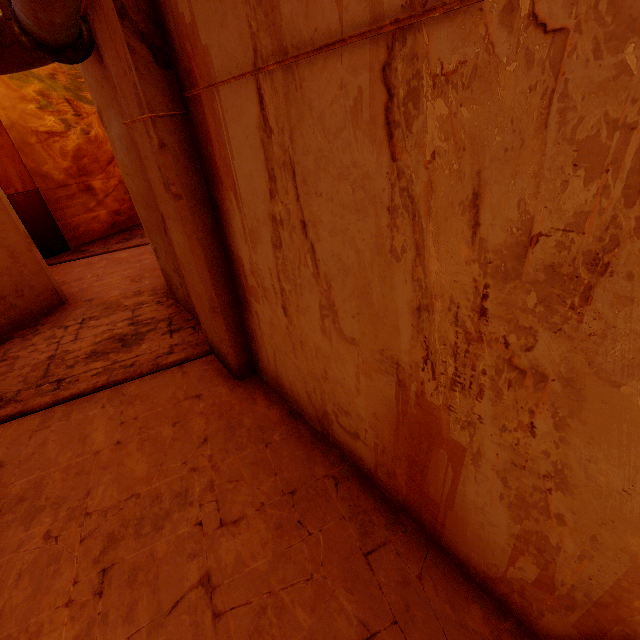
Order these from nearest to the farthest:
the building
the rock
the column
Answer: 1. the building
2. the column
3. the rock

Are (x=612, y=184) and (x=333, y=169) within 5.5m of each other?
yes

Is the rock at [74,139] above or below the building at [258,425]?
above

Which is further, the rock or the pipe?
the rock

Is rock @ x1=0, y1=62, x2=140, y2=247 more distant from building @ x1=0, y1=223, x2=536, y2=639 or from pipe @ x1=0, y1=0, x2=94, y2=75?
A: pipe @ x1=0, y1=0, x2=94, y2=75

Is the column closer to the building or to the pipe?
the building

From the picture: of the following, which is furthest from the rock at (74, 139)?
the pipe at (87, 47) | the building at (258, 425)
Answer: the pipe at (87, 47)

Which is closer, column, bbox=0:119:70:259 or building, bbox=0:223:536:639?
building, bbox=0:223:536:639
